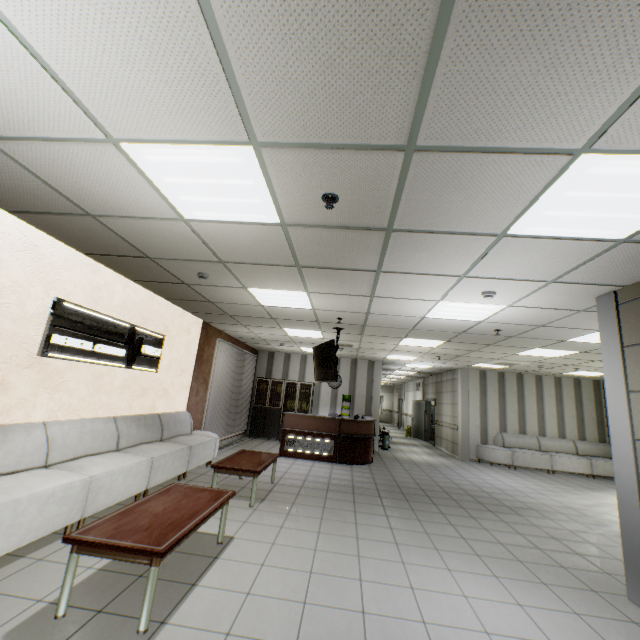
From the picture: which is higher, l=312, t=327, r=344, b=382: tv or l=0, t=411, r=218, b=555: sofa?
l=312, t=327, r=344, b=382: tv

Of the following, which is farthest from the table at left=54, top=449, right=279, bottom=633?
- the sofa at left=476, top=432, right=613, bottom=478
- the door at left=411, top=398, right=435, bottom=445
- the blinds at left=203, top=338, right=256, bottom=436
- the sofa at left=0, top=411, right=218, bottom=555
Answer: the door at left=411, top=398, right=435, bottom=445

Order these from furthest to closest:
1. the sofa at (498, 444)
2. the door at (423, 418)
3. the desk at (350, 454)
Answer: the door at (423, 418)
the sofa at (498, 444)
the desk at (350, 454)

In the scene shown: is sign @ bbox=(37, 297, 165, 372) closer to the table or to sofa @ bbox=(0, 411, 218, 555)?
sofa @ bbox=(0, 411, 218, 555)

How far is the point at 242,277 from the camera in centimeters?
464cm

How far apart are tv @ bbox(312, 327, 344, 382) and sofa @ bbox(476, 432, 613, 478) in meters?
7.3 m

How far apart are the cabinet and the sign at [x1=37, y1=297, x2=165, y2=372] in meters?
6.1

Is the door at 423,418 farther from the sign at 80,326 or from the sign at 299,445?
the sign at 80,326
